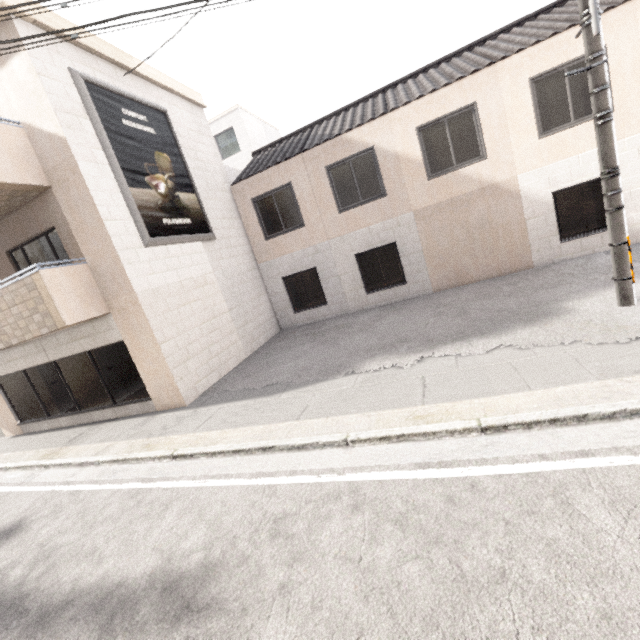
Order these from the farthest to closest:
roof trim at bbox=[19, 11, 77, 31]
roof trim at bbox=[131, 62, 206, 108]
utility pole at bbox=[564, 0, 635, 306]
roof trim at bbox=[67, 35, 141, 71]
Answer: roof trim at bbox=[131, 62, 206, 108], roof trim at bbox=[67, 35, 141, 71], roof trim at bbox=[19, 11, 77, 31], utility pole at bbox=[564, 0, 635, 306]

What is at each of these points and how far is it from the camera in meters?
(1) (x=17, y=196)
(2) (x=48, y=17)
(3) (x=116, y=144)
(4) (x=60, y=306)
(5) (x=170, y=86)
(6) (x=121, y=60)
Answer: (1) balcony, 7.0 m
(2) roof trim, 6.8 m
(3) sign, 7.7 m
(4) balcony, 6.7 m
(5) roof trim, 10.0 m
(6) roof trim, 8.4 m

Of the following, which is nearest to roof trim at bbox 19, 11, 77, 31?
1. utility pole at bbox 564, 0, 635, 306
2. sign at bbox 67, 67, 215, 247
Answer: sign at bbox 67, 67, 215, 247

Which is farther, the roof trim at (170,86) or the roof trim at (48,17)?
the roof trim at (170,86)

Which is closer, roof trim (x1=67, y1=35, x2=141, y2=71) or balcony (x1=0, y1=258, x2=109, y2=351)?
balcony (x1=0, y1=258, x2=109, y2=351)

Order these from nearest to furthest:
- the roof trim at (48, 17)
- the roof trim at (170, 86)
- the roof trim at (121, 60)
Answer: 1. the roof trim at (48, 17)
2. the roof trim at (121, 60)
3. the roof trim at (170, 86)

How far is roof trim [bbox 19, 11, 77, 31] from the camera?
6.41m

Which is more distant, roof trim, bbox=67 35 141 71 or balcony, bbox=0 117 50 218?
roof trim, bbox=67 35 141 71
